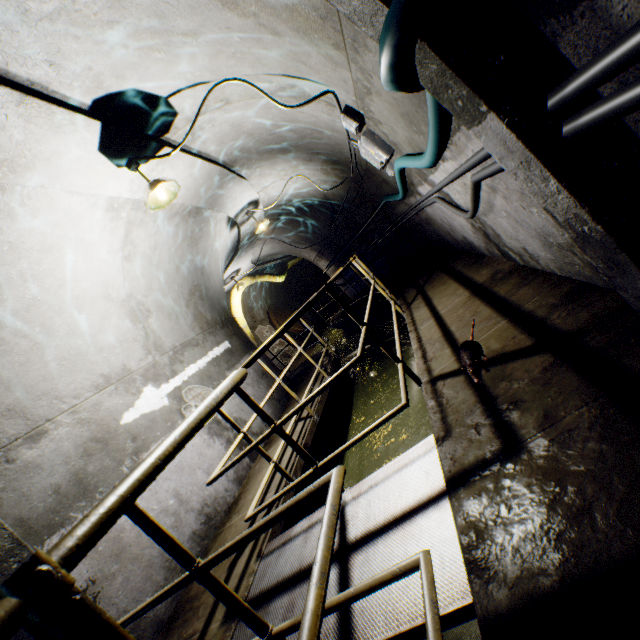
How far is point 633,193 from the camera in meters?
1.0

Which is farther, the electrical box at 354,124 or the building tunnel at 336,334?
the building tunnel at 336,334

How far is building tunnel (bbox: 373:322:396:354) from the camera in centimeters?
786cm

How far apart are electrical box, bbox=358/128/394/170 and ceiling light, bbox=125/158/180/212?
2.2 meters

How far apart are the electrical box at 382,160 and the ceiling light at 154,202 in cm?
216

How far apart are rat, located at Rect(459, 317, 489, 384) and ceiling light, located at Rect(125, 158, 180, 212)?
3.3m

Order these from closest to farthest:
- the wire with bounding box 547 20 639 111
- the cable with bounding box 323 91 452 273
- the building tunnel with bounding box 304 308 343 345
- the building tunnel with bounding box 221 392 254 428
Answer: the wire with bounding box 547 20 639 111, the cable with bounding box 323 91 452 273, the building tunnel with bounding box 221 392 254 428, the building tunnel with bounding box 304 308 343 345

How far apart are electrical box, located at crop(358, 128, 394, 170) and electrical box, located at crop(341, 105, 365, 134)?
0.1 meters
